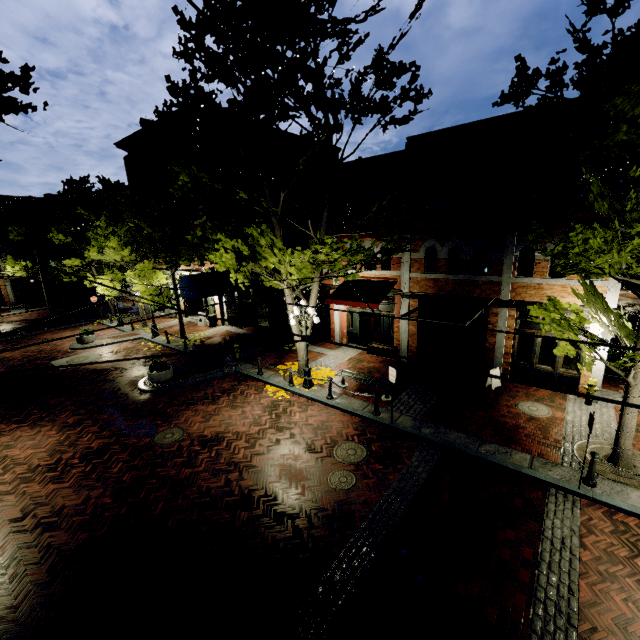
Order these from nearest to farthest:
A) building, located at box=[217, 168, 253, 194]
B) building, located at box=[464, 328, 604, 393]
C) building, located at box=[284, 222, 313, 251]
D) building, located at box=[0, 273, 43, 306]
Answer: building, located at box=[464, 328, 604, 393] → building, located at box=[284, 222, 313, 251] → building, located at box=[217, 168, 253, 194] → building, located at box=[0, 273, 43, 306]

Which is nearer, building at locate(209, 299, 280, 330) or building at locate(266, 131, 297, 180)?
building at locate(209, 299, 280, 330)

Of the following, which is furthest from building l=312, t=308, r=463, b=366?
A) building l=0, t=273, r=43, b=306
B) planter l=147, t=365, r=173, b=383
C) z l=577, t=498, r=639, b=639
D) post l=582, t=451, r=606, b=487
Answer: building l=0, t=273, r=43, b=306

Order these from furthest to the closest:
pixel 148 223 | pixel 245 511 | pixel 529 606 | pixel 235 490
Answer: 1. pixel 148 223
2. pixel 235 490
3. pixel 245 511
4. pixel 529 606

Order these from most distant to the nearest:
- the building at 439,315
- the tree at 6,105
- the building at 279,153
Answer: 1. the building at 279,153
2. the building at 439,315
3. the tree at 6,105

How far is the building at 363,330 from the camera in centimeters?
1480cm

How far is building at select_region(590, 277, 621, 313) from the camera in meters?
10.1 m
